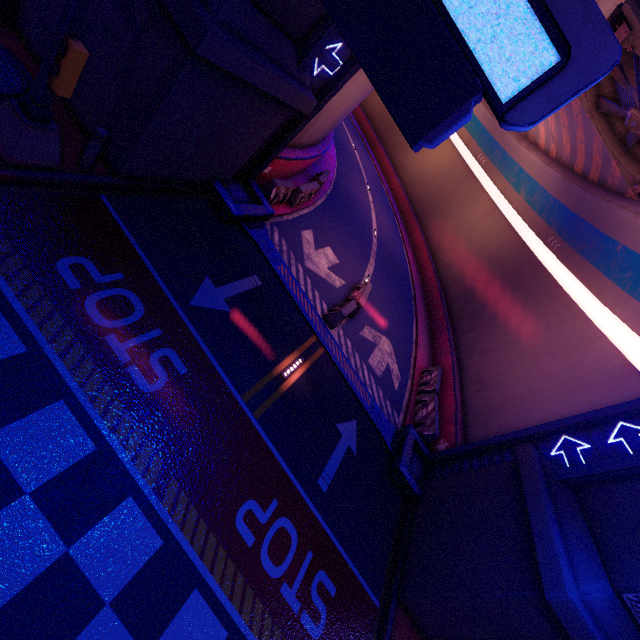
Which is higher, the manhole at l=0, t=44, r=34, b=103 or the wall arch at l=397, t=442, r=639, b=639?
the wall arch at l=397, t=442, r=639, b=639

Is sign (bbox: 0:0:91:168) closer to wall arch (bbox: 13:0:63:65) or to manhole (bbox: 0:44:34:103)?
manhole (bbox: 0:44:34:103)

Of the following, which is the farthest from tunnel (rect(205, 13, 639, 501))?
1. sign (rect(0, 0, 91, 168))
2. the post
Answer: sign (rect(0, 0, 91, 168))

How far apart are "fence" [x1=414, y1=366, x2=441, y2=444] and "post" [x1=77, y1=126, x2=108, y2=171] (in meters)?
13.20

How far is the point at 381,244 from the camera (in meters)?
23.45

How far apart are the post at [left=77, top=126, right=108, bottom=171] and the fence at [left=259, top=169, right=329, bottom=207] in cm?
805

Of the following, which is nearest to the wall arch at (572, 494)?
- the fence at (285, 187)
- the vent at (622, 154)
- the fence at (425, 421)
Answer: the fence at (425, 421)

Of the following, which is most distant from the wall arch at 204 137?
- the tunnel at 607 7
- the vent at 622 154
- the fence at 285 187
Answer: the fence at 285 187
